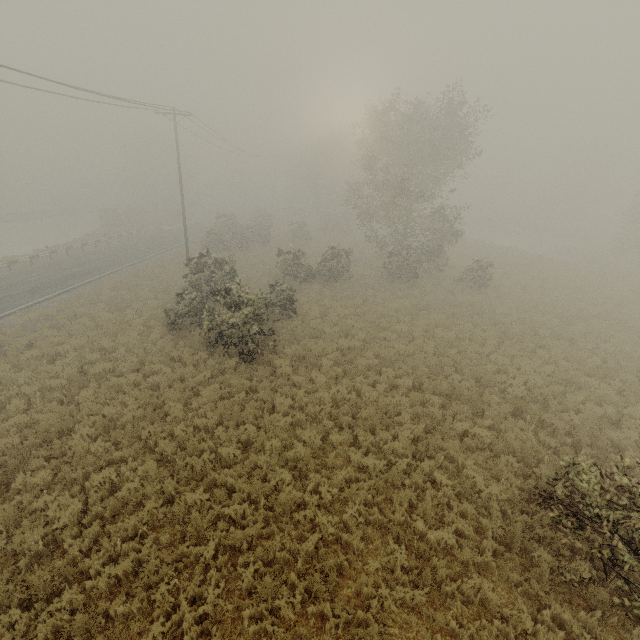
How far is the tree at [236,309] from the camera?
14.88m

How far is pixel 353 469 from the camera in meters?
9.0

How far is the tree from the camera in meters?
14.9
